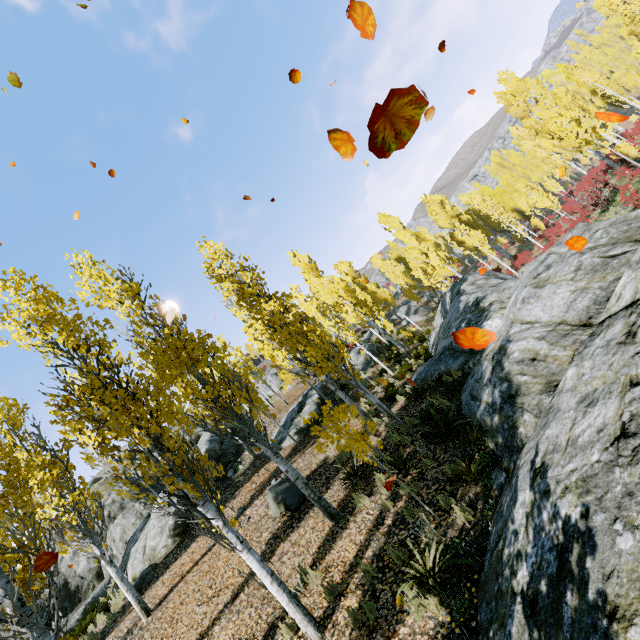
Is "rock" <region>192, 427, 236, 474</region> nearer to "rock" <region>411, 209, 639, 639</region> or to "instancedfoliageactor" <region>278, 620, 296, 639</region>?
"instancedfoliageactor" <region>278, 620, 296, 639</region>

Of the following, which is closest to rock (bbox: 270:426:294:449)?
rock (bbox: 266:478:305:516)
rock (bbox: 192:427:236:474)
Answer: rock (bbox: 192:427:236:474)

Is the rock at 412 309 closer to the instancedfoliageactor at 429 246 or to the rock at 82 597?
the instancedfoliageactor at 429 246

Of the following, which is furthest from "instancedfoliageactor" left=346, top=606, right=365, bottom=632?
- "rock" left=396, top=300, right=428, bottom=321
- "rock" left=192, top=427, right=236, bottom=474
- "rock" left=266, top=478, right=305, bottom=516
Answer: "rock" left=266, top=478, right=305, bottom=516

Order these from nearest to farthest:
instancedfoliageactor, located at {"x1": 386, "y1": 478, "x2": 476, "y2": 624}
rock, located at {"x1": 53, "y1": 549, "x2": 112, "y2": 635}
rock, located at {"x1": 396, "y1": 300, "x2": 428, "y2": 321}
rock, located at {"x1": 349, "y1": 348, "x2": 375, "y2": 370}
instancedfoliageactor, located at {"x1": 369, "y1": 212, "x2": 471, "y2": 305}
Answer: instancedfoliageactor, located at {"x1": 386, "y1": 478, "x2": 476, "y2": 624}
rock, located at {"x1": 53, "y1": 549, "x2": 112, "y2": 635}
rock, located at {"x1": 349, "y1": 348, "x2": 375, "y2": 370}
instancedfoliageactor, located at {"x1": 369, "y1": 212, "x2": 471, "y2": 305}
rock, located at {"x1": 396, "y1": 300, "x2": 428, "y2": 321}

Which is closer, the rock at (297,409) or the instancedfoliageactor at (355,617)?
the instancedfoliageactor at (355,617)

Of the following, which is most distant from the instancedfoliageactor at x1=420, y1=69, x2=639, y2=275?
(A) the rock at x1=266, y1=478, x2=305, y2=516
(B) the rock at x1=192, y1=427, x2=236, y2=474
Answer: (A) the rock at x1=266, y1=478, x2=305, y2=516

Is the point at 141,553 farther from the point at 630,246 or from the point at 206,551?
the point at 630,246
